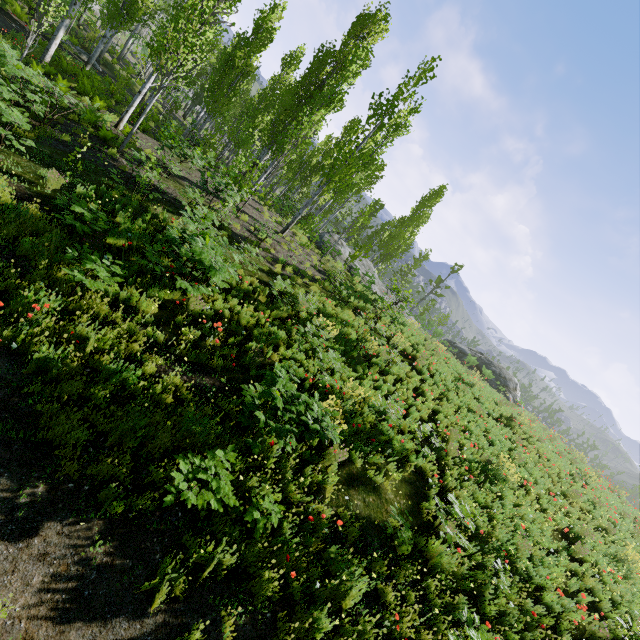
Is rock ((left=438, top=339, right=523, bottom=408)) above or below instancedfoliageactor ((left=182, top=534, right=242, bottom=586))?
above

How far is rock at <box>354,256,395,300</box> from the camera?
22.58m

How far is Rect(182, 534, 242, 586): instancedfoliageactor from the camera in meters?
4.1

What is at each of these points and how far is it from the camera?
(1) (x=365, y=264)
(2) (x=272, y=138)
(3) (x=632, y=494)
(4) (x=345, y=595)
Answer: (1) rock, 27.20m
(2) instancedfoliageactor, 21.11m
(3) instancedfoliageactor, 59.22m
(4) instancedfoliageactor, 4.72m

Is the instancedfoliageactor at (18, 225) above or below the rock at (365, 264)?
below

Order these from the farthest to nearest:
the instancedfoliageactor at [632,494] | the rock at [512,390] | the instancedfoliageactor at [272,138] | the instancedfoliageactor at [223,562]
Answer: the rock at [512,390] < the instancedfoliageactor at [632,494] < the instancedfoliageactor at [272,138] < the instancedfoliageactor at [223,562]

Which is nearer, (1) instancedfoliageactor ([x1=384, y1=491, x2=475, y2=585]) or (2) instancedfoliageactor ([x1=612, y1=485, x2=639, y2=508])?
(1) instancedfoliageactor ([x1=384, y1=491, x2=475, y2=585])
